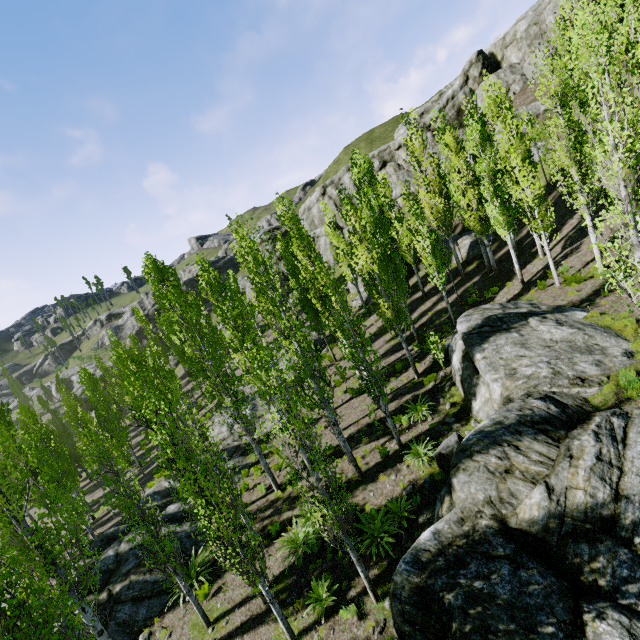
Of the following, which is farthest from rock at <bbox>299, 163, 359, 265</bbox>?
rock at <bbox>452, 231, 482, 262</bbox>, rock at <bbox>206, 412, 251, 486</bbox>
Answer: rock at <bbox>206, 412, 251, 486</bbox>

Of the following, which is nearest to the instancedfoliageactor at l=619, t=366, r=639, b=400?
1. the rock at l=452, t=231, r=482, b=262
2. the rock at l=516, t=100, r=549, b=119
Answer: the rock at l=452, t=231, r=482, b=262

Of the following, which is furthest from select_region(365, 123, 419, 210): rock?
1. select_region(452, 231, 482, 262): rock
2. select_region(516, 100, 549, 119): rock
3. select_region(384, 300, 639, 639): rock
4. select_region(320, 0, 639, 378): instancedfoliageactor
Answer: select_region(384, 300, 639, 639): rock

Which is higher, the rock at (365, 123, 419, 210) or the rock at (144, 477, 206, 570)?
the rock at (365, 123, 419, 210)

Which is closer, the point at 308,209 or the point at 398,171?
the point at 398,171

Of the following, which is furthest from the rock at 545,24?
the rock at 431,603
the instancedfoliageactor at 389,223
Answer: the rock at 431,603

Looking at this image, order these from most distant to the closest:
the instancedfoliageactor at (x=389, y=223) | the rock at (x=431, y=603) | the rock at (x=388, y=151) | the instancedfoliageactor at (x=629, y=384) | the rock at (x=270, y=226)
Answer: the rock at (x=270, y=226)
the rock at (x=388, y=151)
the instancedfoliageactor at (x=629, y=384)
the instancedfoliageactor at (x=389, y=223)
the rock at (x=431, y=603)
